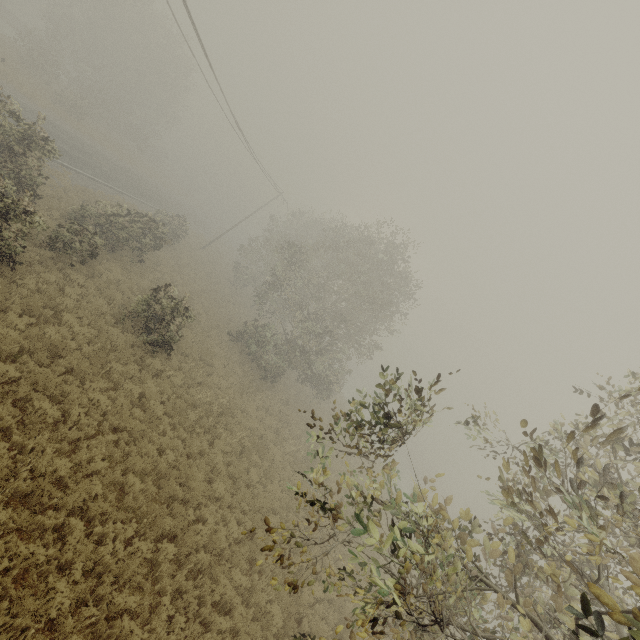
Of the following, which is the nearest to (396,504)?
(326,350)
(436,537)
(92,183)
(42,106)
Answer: (436,537)
